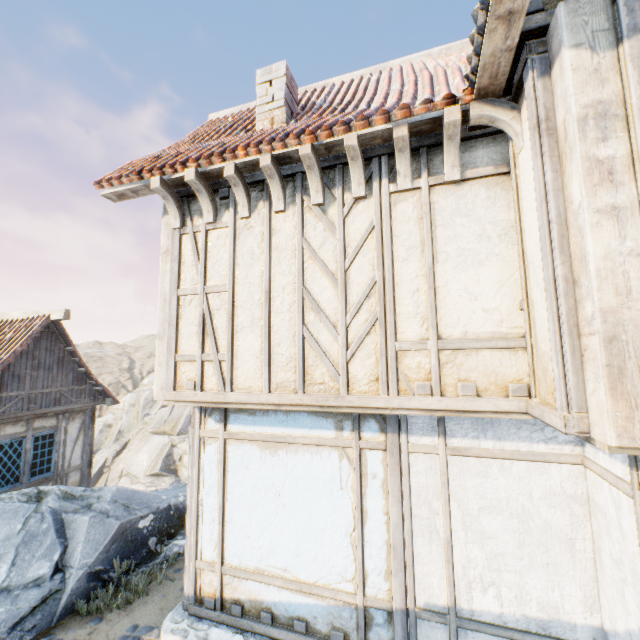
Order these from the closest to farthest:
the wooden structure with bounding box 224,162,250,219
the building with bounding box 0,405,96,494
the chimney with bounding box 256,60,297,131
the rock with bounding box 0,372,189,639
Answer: the wooden structure with bounding box 224,162,250,219 < the chimney with bounding box 256,60,297,131 < the rock with bounding box 0,372,189,639 < the building with bounding box 0,405,96,494

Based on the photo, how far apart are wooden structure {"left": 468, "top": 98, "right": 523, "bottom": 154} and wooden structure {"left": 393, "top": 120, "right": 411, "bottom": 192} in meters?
0.3 m

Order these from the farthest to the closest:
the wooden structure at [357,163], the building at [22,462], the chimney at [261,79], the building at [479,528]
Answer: the building at [22,462] < the chimney at [261,79] < the wooden structure at [357,163] < the building at [479,528]

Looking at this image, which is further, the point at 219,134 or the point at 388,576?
the point at 219,134

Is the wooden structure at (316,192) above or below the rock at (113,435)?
above

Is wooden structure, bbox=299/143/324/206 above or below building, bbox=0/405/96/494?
above

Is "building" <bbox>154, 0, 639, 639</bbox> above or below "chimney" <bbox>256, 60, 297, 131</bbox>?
below

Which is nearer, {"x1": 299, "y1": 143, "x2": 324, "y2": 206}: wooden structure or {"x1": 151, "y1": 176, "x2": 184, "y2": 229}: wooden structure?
{"x1": 299, "y1": 143, "x2": 324, "y2": 206}: wooden structure
